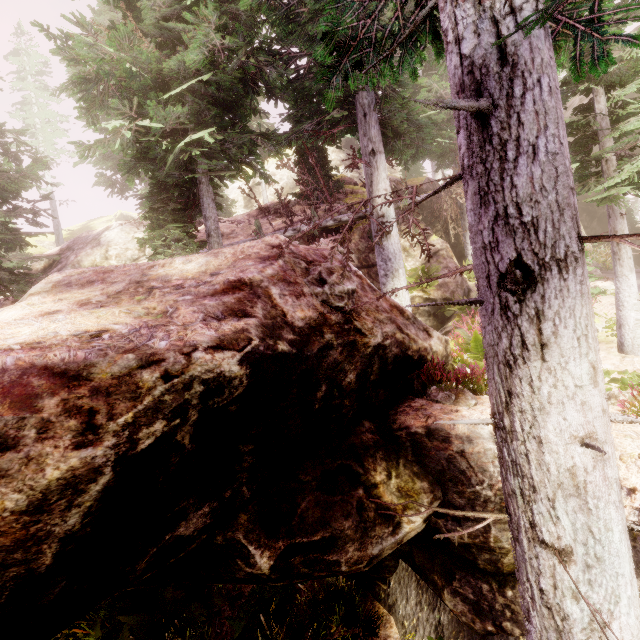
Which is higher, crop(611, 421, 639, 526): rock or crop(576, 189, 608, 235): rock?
crop(576, 189, 608, 235): rock

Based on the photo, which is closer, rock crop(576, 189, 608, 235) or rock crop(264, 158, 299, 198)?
rock crop(576, 189, 608, 235)

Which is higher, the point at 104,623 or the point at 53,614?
the point at 53,614

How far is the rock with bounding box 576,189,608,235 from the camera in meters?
24.4

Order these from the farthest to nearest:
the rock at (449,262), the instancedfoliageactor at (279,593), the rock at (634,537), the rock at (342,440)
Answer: the rock at (449,262) → the instancedfoliageactor at (279,593) → the rock at (634,537) → the rock at (342,440)

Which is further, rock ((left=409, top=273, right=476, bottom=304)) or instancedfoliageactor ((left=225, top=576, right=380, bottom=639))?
rock ((left=409, top=273, right=476, bottom=304))

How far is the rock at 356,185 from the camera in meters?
18.1 m
